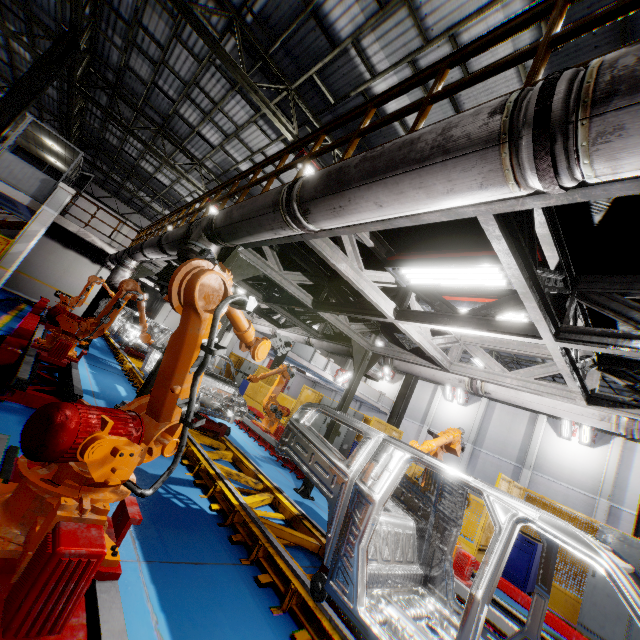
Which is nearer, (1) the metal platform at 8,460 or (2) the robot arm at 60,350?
(1) the metal platform at 8,460

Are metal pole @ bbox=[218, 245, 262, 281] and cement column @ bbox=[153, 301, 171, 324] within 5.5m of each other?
no

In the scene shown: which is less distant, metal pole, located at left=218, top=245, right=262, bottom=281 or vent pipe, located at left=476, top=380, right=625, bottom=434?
vent pipe, located at left=476, top=380, right=625, bottom=434

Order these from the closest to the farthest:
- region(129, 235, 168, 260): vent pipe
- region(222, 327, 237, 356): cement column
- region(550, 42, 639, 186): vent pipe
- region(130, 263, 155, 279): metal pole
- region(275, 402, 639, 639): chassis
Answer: region(550, 42, 639, 186): vent pipe → region(275, 402, 639, 639): chassis → region(129, 235, 168, 260): vent pipe → region(130, 263, 155, 279): metal pole → region(222, 327, 237, 356): cement column

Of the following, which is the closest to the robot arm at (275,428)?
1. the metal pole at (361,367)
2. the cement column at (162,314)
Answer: the metal pole at (361,367)

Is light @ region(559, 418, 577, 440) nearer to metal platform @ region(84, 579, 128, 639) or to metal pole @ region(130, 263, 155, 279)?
metal pole @ region(130, 263, 155, 279)

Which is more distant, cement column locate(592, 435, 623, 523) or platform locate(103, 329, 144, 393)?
cement column locate(592, 435, 623, 523)

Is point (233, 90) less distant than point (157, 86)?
Yes
